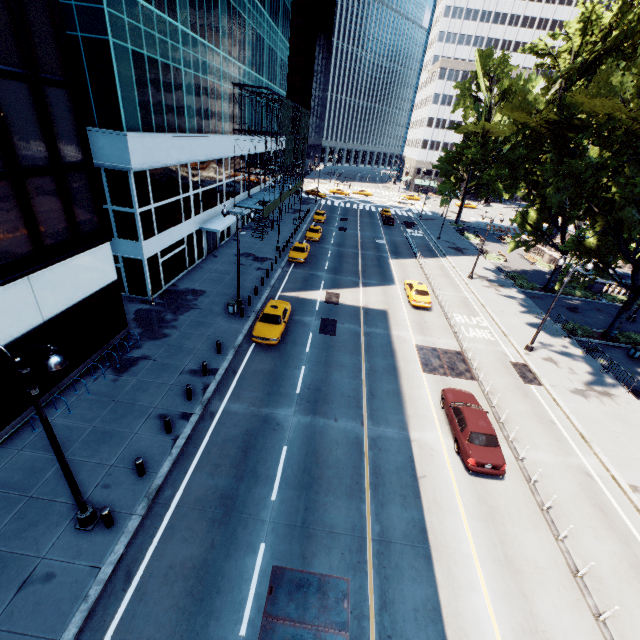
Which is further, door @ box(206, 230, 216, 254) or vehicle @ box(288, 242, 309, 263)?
vehicle @ box(288, 242, 309, 263)

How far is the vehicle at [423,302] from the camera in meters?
28.2

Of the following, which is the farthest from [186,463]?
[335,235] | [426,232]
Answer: [426,232]

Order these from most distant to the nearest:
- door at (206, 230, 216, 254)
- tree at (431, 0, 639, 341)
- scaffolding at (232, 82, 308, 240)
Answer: scaffolding at (232, 82, 308, 240), door at (206, 230, 216, 254), tree at (431, 0, 639, 341)

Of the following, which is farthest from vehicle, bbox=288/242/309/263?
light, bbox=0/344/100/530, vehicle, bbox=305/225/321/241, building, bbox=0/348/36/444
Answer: light, bbox=0/344/100/530

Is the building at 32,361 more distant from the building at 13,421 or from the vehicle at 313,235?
the vehicle at 313,235

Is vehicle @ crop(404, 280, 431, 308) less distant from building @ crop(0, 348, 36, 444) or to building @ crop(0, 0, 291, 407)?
building @ crop(0, 0, 291, 407)

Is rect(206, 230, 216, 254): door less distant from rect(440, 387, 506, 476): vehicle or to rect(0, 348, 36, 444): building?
rect(0, 348, 36, 444): building
